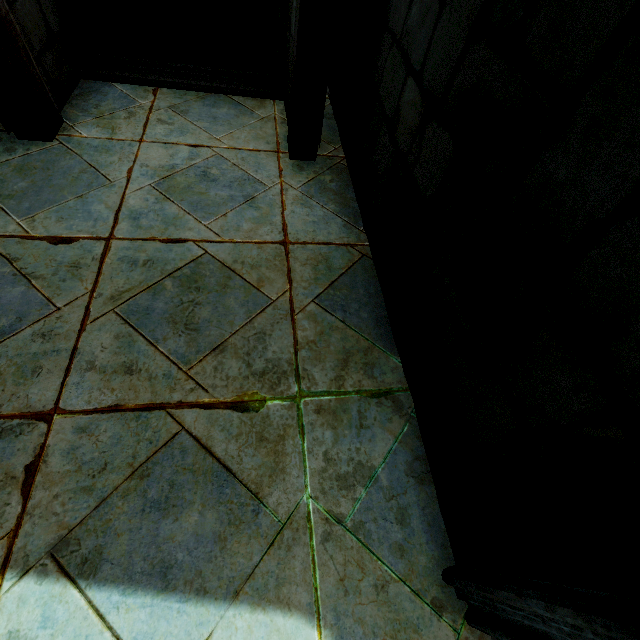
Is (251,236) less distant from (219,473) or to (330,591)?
(219,473)
